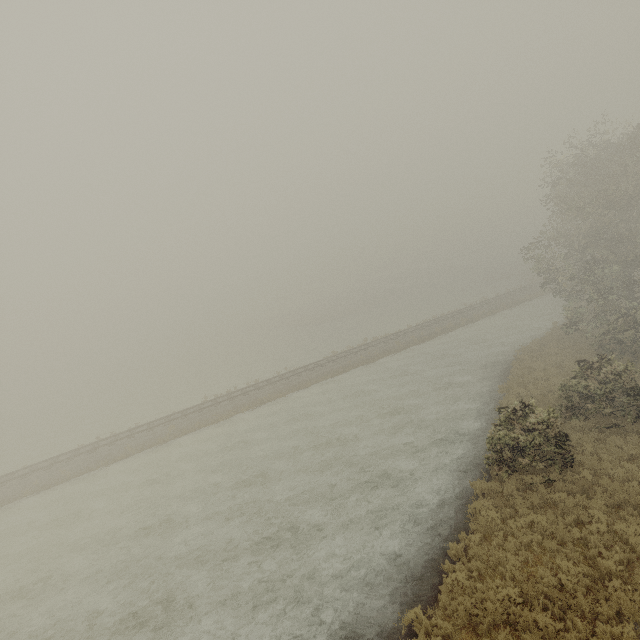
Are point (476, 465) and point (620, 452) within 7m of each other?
yes
